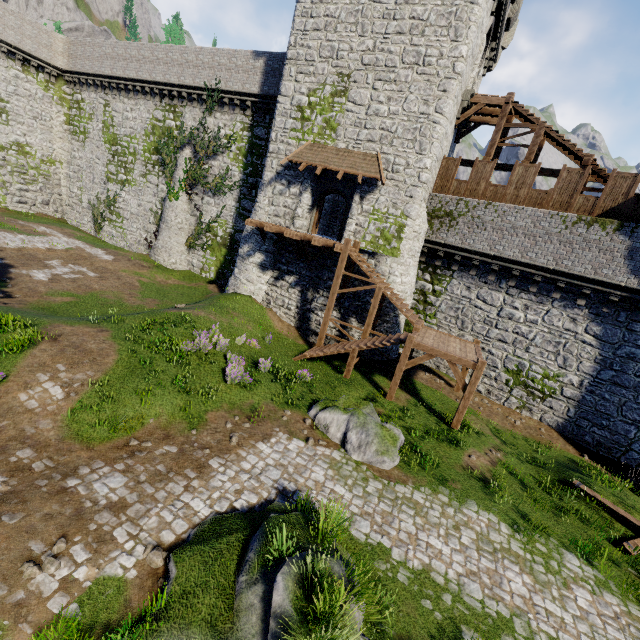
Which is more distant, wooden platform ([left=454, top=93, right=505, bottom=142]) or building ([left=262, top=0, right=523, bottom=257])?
wooden platform ([left=454, top=93, right=505, bottom=142])

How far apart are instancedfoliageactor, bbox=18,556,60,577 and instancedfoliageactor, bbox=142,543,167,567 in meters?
1.3

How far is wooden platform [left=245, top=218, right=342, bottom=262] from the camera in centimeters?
1728cm

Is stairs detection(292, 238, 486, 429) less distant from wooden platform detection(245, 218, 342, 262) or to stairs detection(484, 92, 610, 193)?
wooden platform detection(245, 218, 342, 262)

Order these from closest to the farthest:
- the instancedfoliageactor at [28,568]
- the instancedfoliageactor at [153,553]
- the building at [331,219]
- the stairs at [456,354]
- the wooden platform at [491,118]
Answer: the instancedfoliageactor at [28,568]
the instancedfoliageactor at [153,553]
the stairs at [456,354]
the wooden platform at [491,118]
the building at [331,219]

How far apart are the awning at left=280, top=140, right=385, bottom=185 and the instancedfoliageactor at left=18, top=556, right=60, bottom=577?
17.2 meters

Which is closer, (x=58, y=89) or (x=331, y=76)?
(x=331, y=76)

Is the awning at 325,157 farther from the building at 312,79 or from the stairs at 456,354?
the stairs at 456,354
